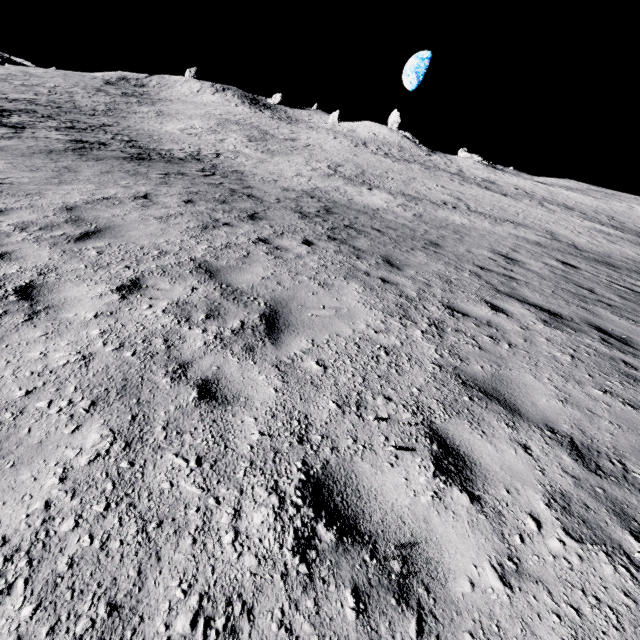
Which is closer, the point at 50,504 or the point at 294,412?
the point at 50,504
